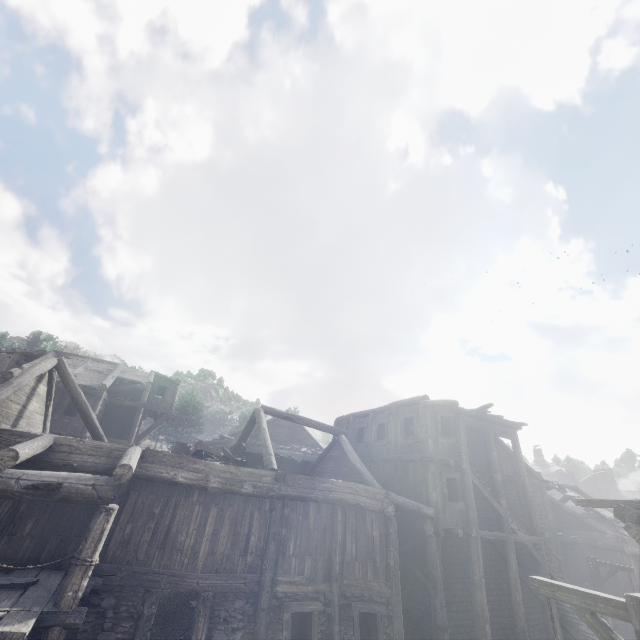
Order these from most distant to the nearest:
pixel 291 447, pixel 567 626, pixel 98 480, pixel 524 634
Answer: pixel 291 447 → pixel 567 626 → pixel 524 634 → pixel 98 480

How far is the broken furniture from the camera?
13.55m

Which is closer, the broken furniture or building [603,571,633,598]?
the broken furniture

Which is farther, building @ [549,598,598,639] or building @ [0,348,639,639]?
building @ [549,598,598,639]

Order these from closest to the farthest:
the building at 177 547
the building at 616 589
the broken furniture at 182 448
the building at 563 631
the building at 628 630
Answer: the building at 177 547 → the broken furniture at 182 448 → the building at 563 631 → the building at 628 630 → the building at 616 589

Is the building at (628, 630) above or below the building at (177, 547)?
below
